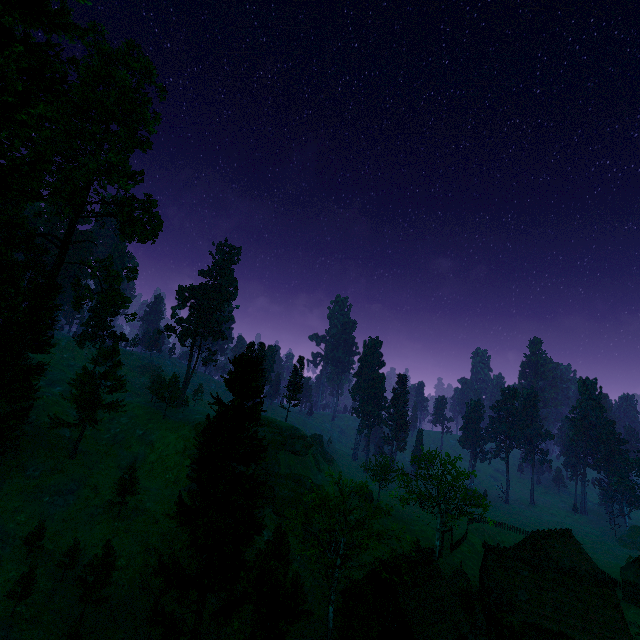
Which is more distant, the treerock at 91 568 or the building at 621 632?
the building at 621 632

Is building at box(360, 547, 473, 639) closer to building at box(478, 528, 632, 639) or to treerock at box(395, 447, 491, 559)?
treerock at box(395, 447, 491, 559)

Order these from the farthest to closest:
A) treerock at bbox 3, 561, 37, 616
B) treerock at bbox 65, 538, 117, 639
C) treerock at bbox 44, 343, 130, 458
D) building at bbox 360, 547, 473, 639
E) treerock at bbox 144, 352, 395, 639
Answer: treerock at bbox 44, 343, 130, 458 → building at bbox 360, 547, 473, 639 → treerock at bbox 3, 561, 37, 616 → treerock at bbox 65, 538, 117, 639 → treerock at bbox 144, 352, 395, 639

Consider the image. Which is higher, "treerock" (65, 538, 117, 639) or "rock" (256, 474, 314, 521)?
"rock" (256, 474, 314, 521)

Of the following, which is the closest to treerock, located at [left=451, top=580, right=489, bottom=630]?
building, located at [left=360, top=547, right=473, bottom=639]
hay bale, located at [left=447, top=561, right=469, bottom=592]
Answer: building, located at [left=360, top=547, right=473, bottom=639]

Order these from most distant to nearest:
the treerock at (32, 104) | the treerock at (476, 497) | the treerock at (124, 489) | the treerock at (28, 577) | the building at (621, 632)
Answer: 1. the treerock at (476, 497)
2. the treerock at (124, 489)
3. the treerock at (32, 104)
4. the building at (621, 632)
5. the treerock at (28, 577)

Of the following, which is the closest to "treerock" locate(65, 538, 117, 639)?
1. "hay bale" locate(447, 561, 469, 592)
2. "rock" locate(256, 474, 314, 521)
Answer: "rock" locate(256, 474, 314, 521)

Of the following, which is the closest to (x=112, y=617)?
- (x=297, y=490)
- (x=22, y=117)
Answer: (x=297, y=490)
